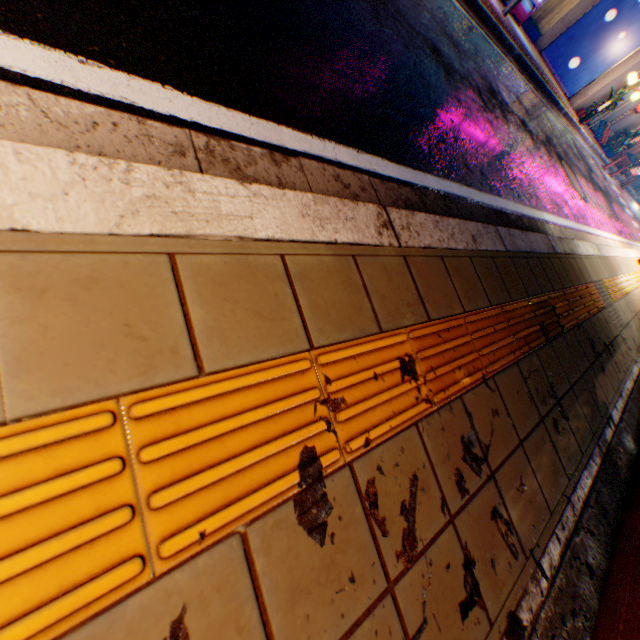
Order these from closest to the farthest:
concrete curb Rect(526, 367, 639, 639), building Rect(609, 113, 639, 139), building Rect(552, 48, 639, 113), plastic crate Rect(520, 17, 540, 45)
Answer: concrete curb Rect(526, 367, 639, 639), plastic crate Rect(520, 17, 540, 45), building Rect(552, 48, 639, 113), building Rect(609, 113, 639, 139)

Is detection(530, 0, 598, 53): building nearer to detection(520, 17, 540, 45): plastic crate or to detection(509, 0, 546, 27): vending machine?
detection(520, 17, 540, 45): plastic crate

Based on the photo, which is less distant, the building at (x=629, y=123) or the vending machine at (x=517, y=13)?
the vending machine at (x=517, y=13)

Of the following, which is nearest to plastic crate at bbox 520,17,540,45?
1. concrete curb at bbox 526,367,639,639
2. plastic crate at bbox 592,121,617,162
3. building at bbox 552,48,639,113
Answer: building at bbox 552,48,639,113

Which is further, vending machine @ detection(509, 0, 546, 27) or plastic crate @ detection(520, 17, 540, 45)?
plastic crate @ detection(520, 17, 540, 45)

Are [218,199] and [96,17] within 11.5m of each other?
yes

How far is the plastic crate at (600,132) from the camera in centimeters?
1870cm

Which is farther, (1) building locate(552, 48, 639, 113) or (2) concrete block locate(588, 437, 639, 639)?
(1) building locate(552, 48, 639, 113)
